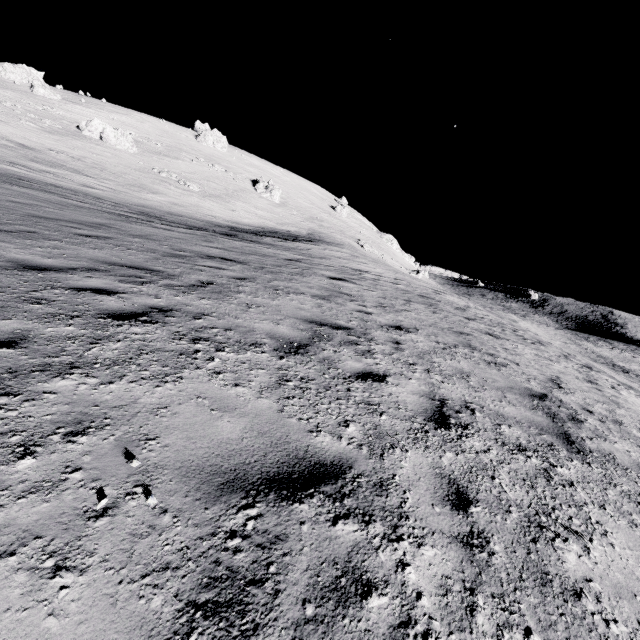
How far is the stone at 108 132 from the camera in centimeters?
4397cm

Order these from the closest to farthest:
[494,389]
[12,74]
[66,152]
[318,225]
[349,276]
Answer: [494,389]
[349,276]
[66,152]
[12,74]
[318,225]

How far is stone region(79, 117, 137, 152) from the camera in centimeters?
4397cm

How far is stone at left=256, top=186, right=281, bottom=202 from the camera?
58.72m

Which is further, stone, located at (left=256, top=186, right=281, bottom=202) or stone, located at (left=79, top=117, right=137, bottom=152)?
stone, located at (left=256, top=186, right=281, bottom=202)

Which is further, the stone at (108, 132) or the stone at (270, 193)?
the stone at (270, 193)
